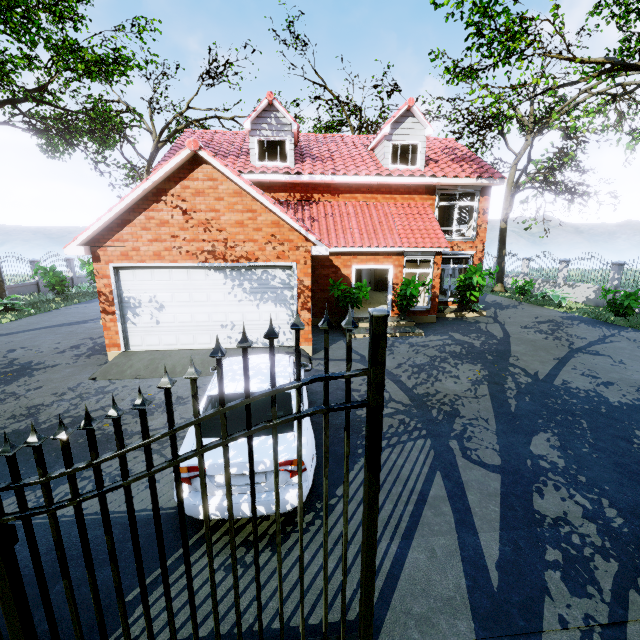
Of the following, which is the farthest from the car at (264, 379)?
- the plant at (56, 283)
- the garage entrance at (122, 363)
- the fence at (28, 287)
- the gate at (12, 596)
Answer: the fence at (28, 287)

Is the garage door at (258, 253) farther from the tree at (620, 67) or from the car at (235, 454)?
the tree at (620, 67)

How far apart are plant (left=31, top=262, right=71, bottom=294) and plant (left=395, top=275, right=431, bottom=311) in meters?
18.7 m

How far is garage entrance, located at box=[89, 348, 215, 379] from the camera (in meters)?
8.45

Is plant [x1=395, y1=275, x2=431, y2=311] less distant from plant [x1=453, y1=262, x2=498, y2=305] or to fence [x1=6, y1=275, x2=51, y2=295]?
plant [x1=453, y1=262, x2=498, y2=305]

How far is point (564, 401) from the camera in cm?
710

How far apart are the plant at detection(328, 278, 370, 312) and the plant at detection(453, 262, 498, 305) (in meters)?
4.90

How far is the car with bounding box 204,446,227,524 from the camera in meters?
3.5 m
